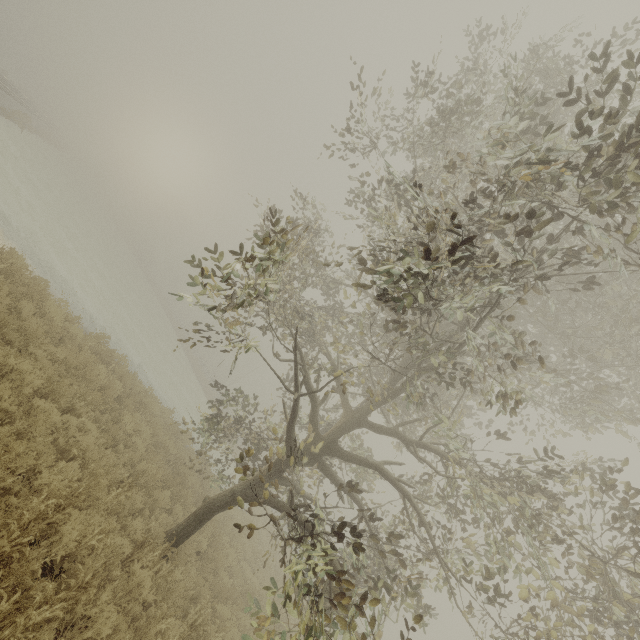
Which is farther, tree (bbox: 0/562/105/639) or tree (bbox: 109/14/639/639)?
tree (bbox: 109/14/639/639)

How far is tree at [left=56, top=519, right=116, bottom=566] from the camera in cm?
450

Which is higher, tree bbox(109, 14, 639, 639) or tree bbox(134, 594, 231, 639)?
tree bbox(109, 14, 639, 639)

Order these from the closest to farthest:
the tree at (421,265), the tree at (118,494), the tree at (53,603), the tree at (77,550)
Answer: the tree at (53,603) < the tree at (421,265) < the tree at (77,550) < the tree at (118,494)

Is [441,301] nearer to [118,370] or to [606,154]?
[606,154]

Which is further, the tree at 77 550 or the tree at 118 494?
the tree at 118 494
